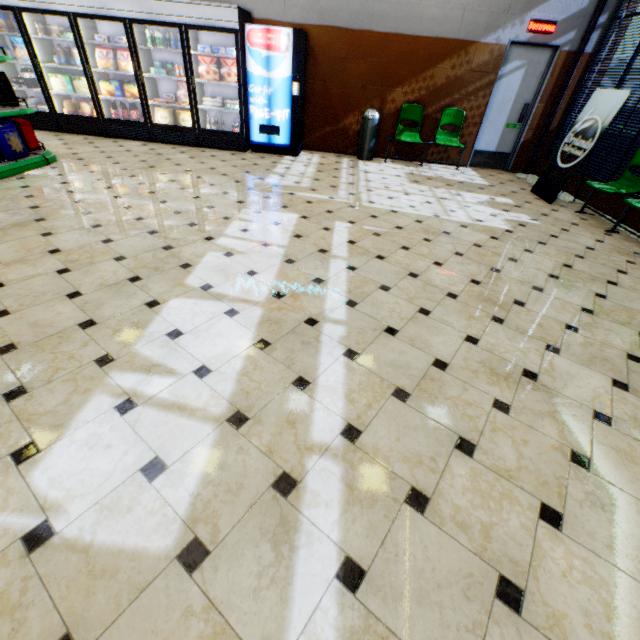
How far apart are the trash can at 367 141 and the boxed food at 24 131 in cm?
587

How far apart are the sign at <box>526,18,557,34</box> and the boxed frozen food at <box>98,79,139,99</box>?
8.05m

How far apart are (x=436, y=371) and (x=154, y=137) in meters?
7.7

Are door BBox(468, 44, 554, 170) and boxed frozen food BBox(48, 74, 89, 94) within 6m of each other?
no

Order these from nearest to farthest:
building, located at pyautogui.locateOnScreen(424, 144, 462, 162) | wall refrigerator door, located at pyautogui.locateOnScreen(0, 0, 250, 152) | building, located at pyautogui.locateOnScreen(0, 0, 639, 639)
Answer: building, located at pyautogui.locateOnScreen(0, 0, 639, 639) < wall refrigerator door, located at pyautogui.locateOnScreen(0, 0, 250, 152) < building, located at pyautogui.locateOnScreen(424, 144, 462, 162)

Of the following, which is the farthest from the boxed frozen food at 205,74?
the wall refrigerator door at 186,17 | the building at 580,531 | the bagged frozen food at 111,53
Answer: the bagged frozen food at 111,53

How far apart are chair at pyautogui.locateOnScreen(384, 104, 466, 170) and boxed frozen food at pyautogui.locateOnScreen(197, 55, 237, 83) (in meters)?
3.23

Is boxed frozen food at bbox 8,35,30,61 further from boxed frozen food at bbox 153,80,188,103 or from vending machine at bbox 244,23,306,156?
vending machine at bbox 244,23,306,156
